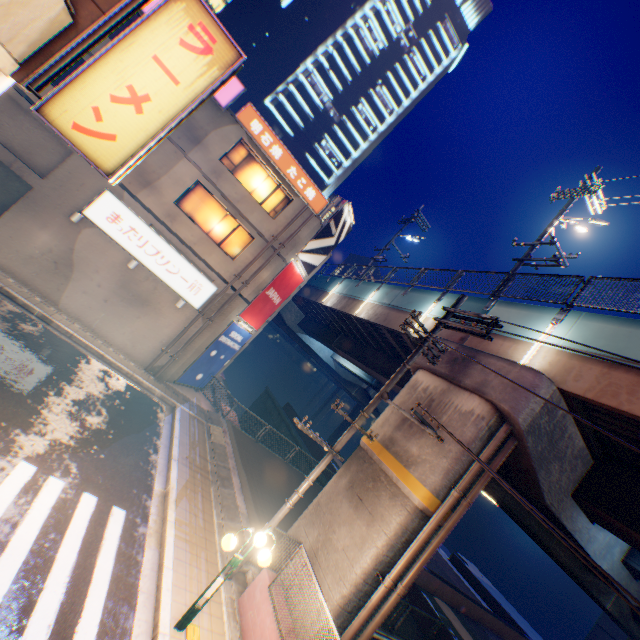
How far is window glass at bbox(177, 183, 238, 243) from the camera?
15.6m

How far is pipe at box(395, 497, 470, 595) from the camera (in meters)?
7.94

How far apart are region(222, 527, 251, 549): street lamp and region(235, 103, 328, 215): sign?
14.57m

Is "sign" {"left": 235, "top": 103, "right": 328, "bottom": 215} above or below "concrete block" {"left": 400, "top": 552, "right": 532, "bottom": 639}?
above

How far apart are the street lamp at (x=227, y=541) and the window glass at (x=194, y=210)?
13.1m

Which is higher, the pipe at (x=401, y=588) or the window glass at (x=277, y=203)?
the window glass at (x=277, y=203)

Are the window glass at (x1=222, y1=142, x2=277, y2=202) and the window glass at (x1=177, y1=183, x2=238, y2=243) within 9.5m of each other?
yes

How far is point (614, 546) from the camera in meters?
11.2
